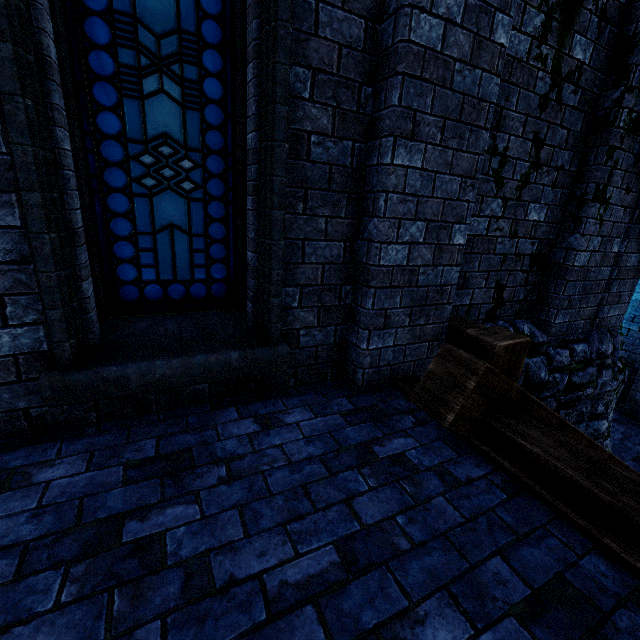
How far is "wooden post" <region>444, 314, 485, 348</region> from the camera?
3.2m

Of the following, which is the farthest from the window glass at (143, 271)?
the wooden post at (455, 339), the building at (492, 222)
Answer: the wooden post at (455, 339)

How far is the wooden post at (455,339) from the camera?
3.2m

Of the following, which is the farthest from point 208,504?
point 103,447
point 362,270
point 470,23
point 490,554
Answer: point 470,23

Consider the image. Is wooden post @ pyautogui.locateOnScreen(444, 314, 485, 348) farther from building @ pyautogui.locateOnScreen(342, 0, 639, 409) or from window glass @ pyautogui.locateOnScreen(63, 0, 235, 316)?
window glass @ pyautogui.locateOnScreen(63, 0, 235, 316)

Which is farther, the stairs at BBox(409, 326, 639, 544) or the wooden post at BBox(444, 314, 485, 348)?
the wooden post at BBox(444, 314, 485, 348)

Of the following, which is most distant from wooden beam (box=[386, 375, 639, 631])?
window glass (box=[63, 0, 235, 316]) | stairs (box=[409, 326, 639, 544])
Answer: window glass (box=[63, 0, 235, 316])

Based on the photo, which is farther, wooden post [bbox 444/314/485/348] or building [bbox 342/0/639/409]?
wooden post [bbox 444/314/485/348]
